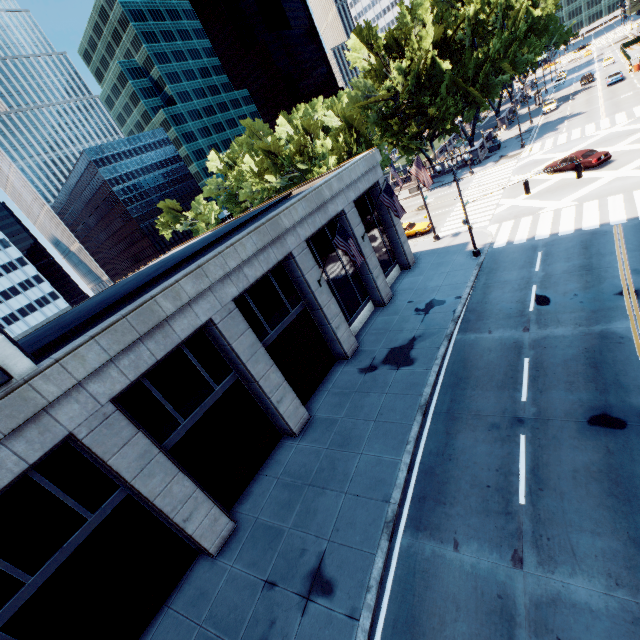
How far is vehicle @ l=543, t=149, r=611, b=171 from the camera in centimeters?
2683cm

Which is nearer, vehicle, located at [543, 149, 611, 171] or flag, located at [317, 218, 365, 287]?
flag, located at [317, 218, 365, 287]

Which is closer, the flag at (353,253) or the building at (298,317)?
the building at (298,317)

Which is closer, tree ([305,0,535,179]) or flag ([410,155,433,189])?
flag ([410,155,433,189])

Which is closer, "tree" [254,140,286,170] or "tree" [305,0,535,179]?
"tree" [305,0,535,179]

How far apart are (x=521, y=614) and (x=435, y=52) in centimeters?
5314cm

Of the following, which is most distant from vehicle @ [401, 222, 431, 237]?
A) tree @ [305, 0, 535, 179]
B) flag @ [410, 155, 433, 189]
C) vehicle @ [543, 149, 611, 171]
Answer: tree @ [305, 0, 535, 179]

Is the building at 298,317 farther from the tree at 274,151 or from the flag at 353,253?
the tree at 274,151
